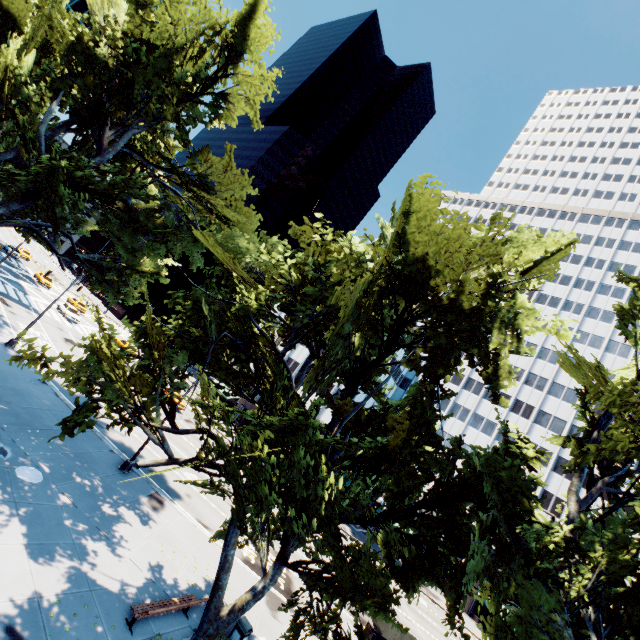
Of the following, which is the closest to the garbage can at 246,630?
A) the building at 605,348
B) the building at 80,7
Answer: the building at 605,348

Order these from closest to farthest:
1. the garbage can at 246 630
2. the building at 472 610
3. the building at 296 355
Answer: the garbage can at 246 630 < the building at 472 610 < the building at 296 355

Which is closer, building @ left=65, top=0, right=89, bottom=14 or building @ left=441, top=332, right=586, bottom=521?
building @ left=441, top=332, right=586, bottom=521

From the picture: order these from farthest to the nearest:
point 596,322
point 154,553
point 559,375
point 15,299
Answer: point 596,322 < point 559,375 < point 15,299 < point 154,553

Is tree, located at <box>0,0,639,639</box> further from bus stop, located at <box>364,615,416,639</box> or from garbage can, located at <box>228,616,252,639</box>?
bus stop, located at <box>364,615,416,639</box>

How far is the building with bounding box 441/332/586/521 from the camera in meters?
47.4 m

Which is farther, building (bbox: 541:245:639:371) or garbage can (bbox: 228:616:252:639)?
building (bbox: 541:245:639:371)
